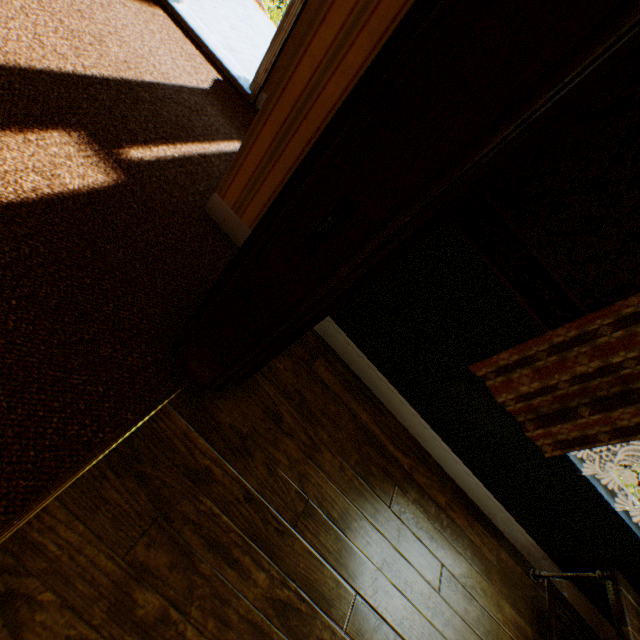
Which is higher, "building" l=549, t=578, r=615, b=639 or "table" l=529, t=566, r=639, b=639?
"table" l=529, t=566, r=639, b=639

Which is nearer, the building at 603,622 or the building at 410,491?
the building at 410,491

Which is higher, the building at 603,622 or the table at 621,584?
the table at 621,584

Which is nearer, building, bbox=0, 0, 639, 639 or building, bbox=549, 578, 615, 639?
building, bbox=0, 0, 639, 639

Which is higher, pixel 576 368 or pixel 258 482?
pixel 576 368

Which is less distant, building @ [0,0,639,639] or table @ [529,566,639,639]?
building @ [0,0,639,639]
